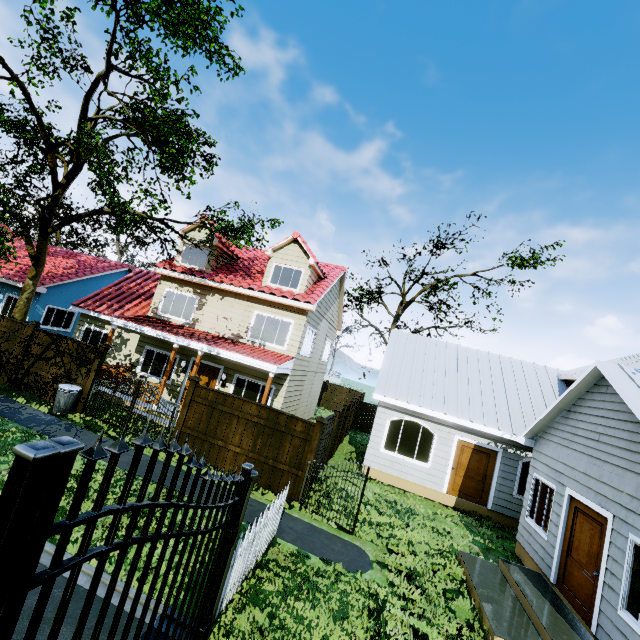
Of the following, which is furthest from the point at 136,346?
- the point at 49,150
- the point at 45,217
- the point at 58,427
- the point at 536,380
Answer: the point at 536,380

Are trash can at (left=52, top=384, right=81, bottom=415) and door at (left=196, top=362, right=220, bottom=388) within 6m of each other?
yes

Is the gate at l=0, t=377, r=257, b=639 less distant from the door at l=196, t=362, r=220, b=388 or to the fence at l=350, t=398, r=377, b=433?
the fence at l=350, t=398, r=377, b=433

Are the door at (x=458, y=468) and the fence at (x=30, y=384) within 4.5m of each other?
no

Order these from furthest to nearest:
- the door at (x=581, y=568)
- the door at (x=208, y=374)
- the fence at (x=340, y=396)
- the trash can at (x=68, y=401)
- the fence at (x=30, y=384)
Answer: the door at (x=208, y=374)
the fence at (x=340, y=396)
the fence at (x=30, y=384)
the trash can at (x=68, y=401)
the door at (x=581, y=568)

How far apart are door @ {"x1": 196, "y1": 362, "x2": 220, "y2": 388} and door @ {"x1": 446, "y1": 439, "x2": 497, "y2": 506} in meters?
10.5

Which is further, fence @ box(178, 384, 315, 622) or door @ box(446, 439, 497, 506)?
door @ box(446, 439, 497, 506)

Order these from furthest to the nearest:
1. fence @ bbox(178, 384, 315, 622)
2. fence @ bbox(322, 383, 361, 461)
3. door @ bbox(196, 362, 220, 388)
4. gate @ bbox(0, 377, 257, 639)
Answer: door @ bbox(196, 362, 220, 388), fence @ bbox(322, 383, 361, 461), fence @ bbox(178, 384, 315, 622), gate @ bbox(0, 377, 257, 639)
